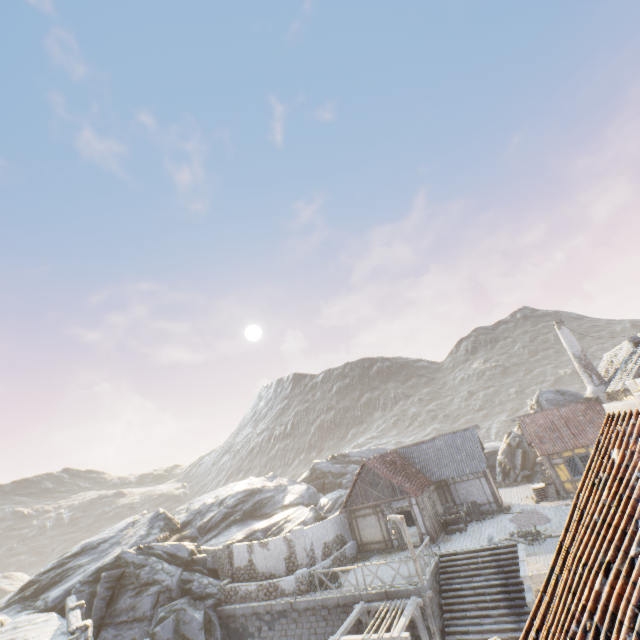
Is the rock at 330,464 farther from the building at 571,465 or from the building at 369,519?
the building at 571,465

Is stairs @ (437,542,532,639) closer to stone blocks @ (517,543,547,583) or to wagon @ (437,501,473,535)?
stone blocks @ (517,543,547,583)

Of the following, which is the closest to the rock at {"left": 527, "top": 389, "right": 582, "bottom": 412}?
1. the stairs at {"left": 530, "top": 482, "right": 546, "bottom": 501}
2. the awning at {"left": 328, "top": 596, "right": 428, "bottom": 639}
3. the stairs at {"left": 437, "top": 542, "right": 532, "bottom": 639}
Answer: the stairs at {"left": 530, "top": 482, "right": 546, "bottom": 501}

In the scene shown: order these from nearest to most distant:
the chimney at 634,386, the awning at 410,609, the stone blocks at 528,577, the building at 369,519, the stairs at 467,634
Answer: the chimney at 634,386
the awning at 410,609
the stone blocks at 528,577
the stairs at 467,634
the building at 369,519

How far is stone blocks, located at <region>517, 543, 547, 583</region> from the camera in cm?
1362

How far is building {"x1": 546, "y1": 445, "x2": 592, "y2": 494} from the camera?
22.50m

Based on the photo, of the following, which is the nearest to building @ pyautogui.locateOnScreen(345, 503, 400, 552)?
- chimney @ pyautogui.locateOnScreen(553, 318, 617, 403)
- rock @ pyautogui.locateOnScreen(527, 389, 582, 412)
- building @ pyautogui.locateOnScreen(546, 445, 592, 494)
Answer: rock @ pyautogui.locateOnScreen(527, 389, 582, 412)

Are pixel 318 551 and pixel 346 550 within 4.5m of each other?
yes
